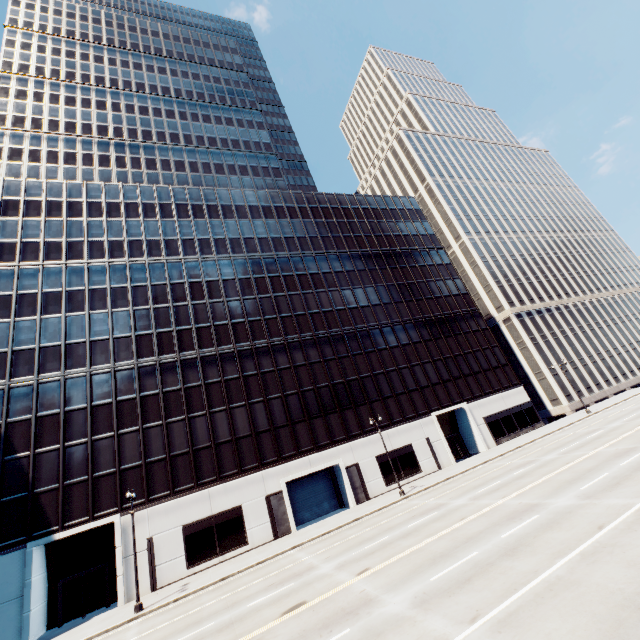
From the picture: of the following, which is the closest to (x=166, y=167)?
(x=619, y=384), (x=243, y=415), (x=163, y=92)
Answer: (x=163, y=92)
